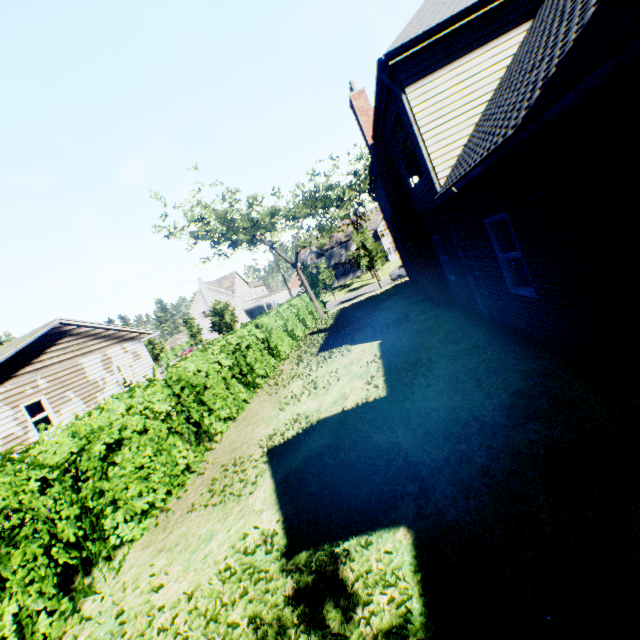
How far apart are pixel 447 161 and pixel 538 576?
8.20m

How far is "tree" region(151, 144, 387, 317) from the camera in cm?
2375

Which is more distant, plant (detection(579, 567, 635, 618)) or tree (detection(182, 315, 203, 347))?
tree (detection(182, 315, 203, 347))

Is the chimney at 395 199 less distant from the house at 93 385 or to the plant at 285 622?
the house at 93 385

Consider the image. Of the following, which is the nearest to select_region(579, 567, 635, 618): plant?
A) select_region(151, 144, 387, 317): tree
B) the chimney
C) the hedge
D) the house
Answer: select_region(151, 144, 387, 317): tree

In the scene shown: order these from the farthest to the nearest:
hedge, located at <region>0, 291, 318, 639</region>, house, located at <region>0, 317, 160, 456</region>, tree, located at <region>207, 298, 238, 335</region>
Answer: tree, located at <region>207, 298, 238, 335</region>
house, located at <region>0, 317, 160, 456</region>
hedge, located at <region>0, 291, 318, 639</region>

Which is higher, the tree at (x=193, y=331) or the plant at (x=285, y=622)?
the tree at (x=193, y=331)
